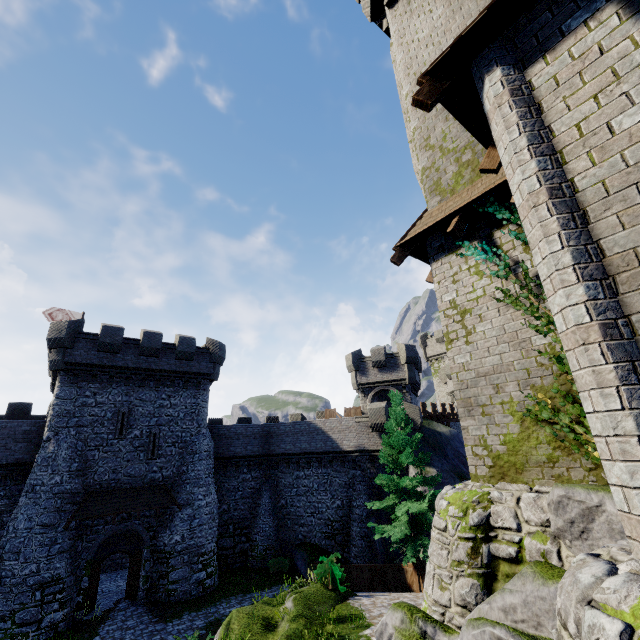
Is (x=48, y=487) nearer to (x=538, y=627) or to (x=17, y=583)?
(x=17, y=583)

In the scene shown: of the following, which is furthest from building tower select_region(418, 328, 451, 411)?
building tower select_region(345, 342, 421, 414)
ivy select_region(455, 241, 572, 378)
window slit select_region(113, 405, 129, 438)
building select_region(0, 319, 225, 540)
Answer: window slit select_region(113, 405, 129, 438)

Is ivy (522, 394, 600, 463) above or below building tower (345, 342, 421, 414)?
below

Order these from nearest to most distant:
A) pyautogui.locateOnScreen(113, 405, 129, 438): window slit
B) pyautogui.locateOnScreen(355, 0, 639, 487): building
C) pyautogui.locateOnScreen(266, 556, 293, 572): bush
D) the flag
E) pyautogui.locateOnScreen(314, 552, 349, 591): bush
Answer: pyautogui.locateOnScreen(355, 0, 639, 487): building < pyautogui.locateOnScreen(314, 552, 349, 591): bush < pyautogui.locateOnScreen(113, 405, 129, 438): window slit < pyautogui.locateOnScreen(266, 556, 293, 572): bush < the flag

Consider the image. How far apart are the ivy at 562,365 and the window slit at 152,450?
23.4m

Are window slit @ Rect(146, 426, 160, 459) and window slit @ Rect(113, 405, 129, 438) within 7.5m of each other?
yes

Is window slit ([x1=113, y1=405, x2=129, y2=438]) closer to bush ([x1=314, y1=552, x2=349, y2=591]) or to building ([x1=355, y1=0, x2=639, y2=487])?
bush ([x1=314, y1=552, x2=349, y2=591])

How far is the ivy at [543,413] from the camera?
5.0 meters
